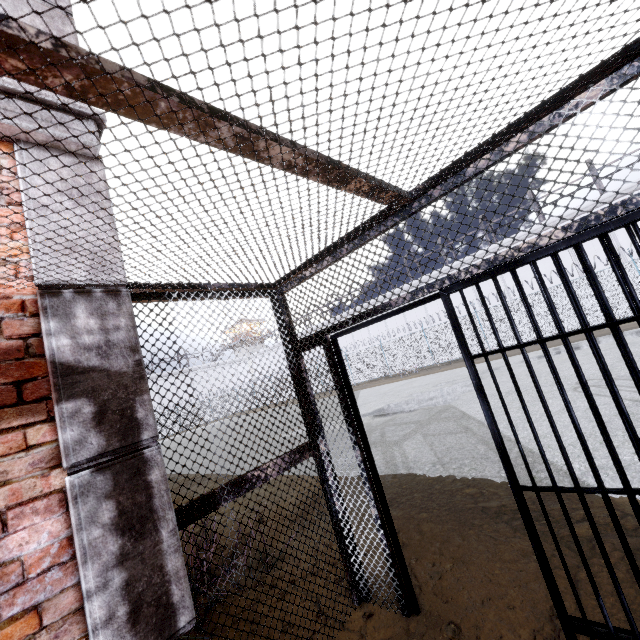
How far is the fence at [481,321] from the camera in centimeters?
2108cm

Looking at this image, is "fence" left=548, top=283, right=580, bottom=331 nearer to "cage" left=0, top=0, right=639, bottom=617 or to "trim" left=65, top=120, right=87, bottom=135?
"cage" left=0, top=0, right=639, bottom=617

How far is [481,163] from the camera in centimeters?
181cm

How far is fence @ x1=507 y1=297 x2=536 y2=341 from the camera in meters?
19.6 m

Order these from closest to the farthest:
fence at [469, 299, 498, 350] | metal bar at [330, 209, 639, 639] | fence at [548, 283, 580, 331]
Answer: metal bar at [330, 209, 639, 639] → fence at [548, 283, 580, 331] → fence at [469, 299, 498, 350]

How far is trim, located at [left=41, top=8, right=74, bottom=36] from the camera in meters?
2.3 m

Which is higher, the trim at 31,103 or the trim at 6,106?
the trim at 31,103
